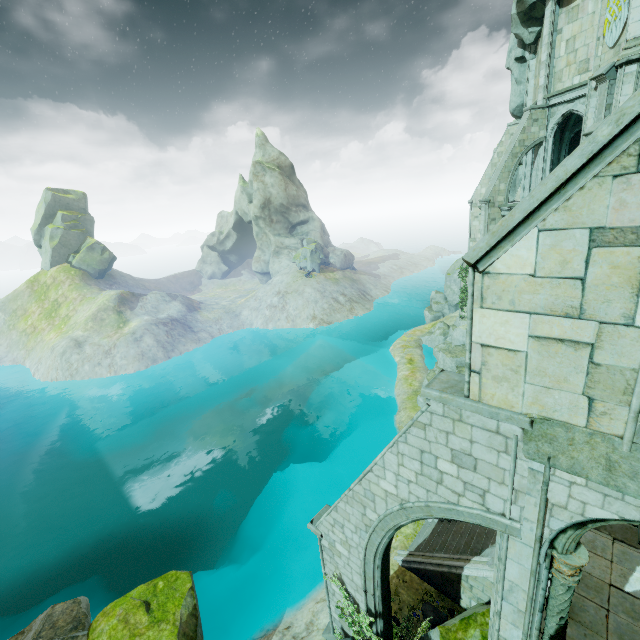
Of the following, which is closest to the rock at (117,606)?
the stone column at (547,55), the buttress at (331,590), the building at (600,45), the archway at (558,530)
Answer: the buttress at (331,590)

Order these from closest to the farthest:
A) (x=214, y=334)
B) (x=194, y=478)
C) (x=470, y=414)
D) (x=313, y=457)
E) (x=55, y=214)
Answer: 1. (x=470, y=414)
2. (x=313, y=457)
3. (x=194, y=478)
4. (x=214, y=334)
5. (x=55, y=214)

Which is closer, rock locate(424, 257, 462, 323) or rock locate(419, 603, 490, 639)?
rock locate(419, 603, 490, 639)

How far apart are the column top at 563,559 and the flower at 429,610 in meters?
8.7

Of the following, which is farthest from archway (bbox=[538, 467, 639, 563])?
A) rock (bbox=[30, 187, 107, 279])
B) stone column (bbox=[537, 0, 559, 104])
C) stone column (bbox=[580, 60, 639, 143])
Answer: rock (bbox=[30, 187, 107, 279])

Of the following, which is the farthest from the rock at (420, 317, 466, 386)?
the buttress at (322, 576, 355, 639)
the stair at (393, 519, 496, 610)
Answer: the buttress at (322, 576, 355, 639)

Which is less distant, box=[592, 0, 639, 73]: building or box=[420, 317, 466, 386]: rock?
box=[592, 0, 639, 73]: building

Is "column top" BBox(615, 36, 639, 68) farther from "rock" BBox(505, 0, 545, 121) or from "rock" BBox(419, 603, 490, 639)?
"rock" BBox(419, 603, 490, 639)
